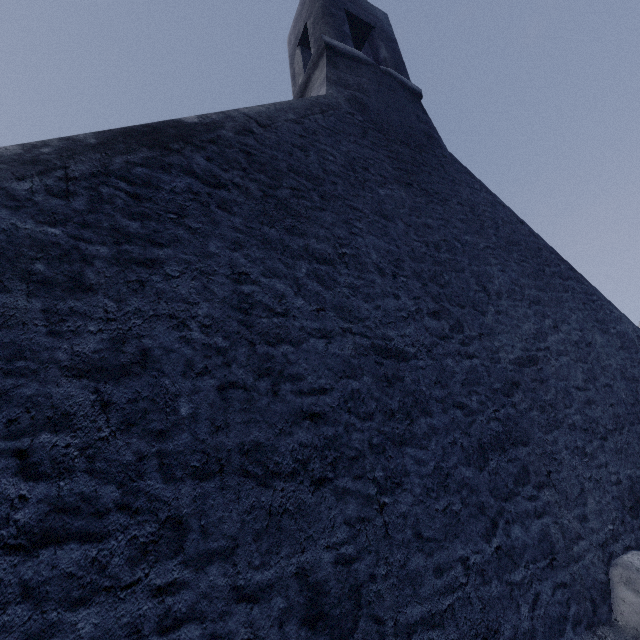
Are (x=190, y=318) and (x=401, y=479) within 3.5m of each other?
yes
